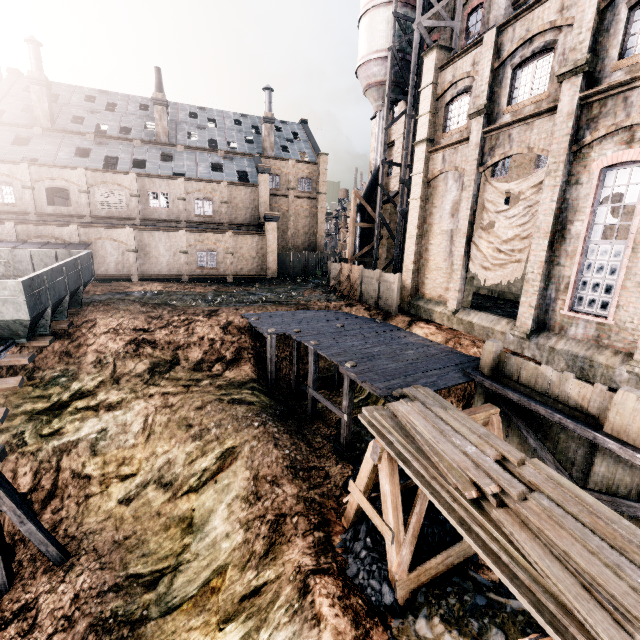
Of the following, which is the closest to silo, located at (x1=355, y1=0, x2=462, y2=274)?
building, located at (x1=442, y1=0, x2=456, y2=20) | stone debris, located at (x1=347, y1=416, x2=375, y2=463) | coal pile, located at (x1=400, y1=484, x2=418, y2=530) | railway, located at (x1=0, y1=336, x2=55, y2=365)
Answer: building, located at (x1=442, y1=0, x2=456, y2=20)

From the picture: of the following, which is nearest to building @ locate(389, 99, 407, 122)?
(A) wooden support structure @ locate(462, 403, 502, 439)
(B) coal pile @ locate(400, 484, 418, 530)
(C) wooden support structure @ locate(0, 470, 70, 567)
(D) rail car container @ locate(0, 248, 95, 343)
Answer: (A) wooden support structure @ locate(462, 403, 502, 439)

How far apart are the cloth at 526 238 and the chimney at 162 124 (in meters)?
36.15

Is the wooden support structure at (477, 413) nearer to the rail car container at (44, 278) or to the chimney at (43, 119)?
the rail car container at (44, 278)

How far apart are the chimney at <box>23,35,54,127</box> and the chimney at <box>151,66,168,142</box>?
9.4m

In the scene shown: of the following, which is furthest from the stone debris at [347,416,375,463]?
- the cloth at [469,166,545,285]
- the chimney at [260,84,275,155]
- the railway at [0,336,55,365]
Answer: the chimney at [260,84,275,155]

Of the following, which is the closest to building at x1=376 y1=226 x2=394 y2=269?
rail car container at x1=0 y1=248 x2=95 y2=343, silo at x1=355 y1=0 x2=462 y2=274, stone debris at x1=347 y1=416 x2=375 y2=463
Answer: silo at x1=355 y1=0 x2=462 y2=274

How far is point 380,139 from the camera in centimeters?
2766cm
